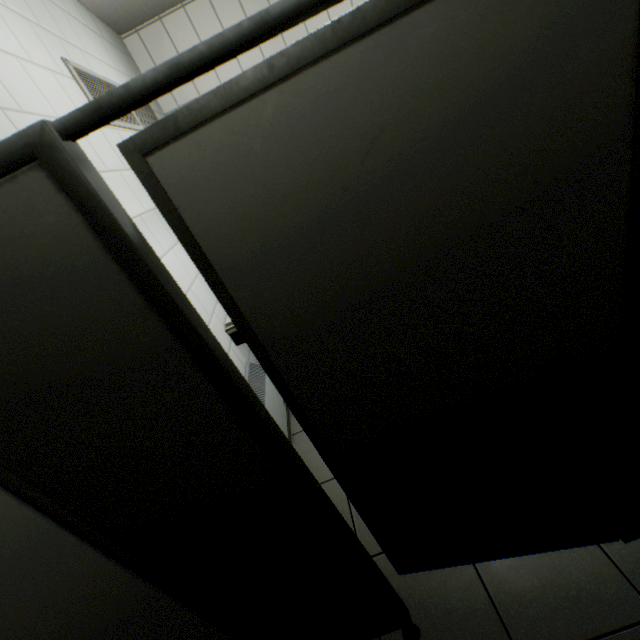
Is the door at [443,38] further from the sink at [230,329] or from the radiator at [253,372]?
the sink at [230,329]

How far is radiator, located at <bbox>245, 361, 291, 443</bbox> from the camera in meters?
2.2 m

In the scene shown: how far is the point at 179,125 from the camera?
0.5 meters

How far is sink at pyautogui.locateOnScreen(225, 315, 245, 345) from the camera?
2.3 meters

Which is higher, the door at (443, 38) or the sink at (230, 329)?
the sink at (230, 329)

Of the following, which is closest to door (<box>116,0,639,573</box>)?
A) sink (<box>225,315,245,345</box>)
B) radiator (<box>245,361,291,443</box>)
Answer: radiator (<box>245,361,291,443</box>)

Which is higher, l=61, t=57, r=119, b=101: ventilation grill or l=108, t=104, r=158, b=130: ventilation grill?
l=61, t=57, r=119, b=101: ventilation grill

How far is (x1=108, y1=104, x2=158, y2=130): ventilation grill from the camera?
2.1 meters
